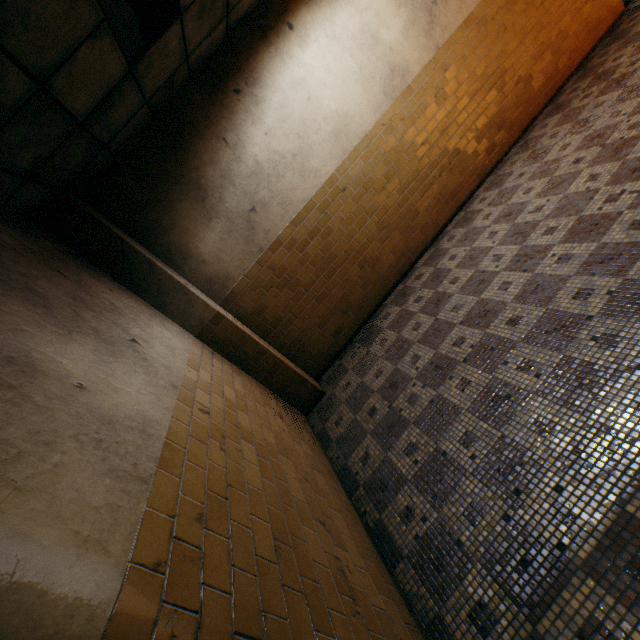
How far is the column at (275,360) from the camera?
3.5m

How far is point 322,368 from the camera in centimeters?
520cm

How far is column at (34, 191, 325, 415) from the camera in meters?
3.5
